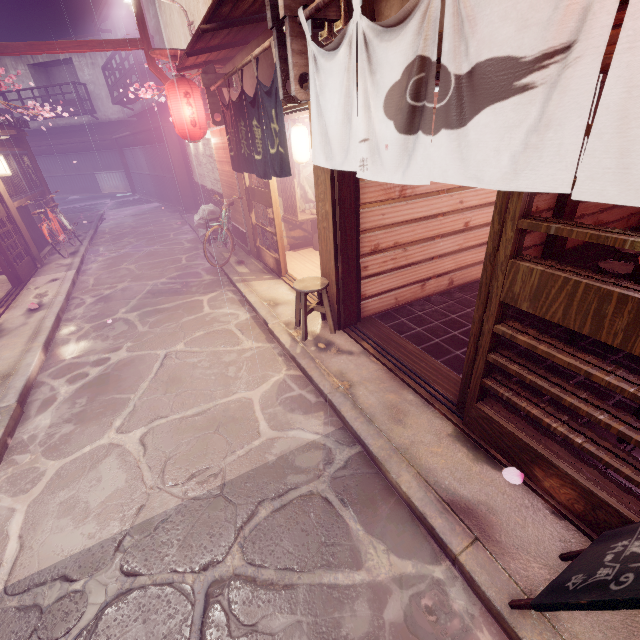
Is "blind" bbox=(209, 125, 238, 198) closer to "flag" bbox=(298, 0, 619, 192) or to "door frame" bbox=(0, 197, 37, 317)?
"flag" bbox=(298, 0, 619, 192)

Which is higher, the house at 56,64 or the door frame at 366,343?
the house at 56,64

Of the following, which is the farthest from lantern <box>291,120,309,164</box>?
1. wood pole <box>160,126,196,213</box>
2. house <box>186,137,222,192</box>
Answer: wood pole <box>160,126,196,213</box>

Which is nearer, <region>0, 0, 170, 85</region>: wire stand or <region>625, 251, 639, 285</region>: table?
<region>625, 251, 639, 285</region>: table

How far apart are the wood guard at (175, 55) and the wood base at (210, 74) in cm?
121

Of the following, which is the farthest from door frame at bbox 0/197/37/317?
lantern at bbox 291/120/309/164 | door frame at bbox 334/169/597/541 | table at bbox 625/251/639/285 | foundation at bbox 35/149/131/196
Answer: table at bbox 625/251/639/285

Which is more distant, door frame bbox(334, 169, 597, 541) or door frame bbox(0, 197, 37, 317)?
door frame bbox(0, 197, 37, 317)

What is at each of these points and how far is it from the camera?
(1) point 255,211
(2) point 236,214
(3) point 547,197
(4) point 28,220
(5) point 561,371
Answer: (1) door frame, 13.16m
(2) blind, 14.92m
(3) building, 10.55m
(4) foundation, 16.80m
(5) building, 6.55m
